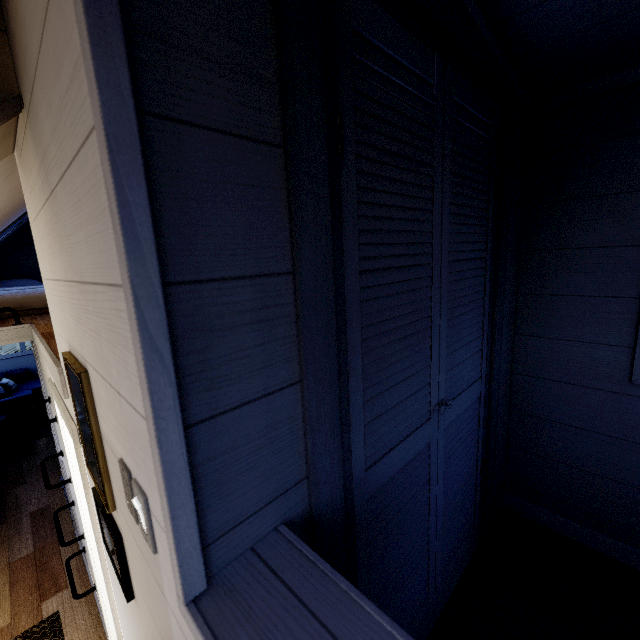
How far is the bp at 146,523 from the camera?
0.6 meters

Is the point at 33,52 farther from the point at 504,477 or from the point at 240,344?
the point at 504,477

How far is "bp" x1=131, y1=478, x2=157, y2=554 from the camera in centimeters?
63cm
